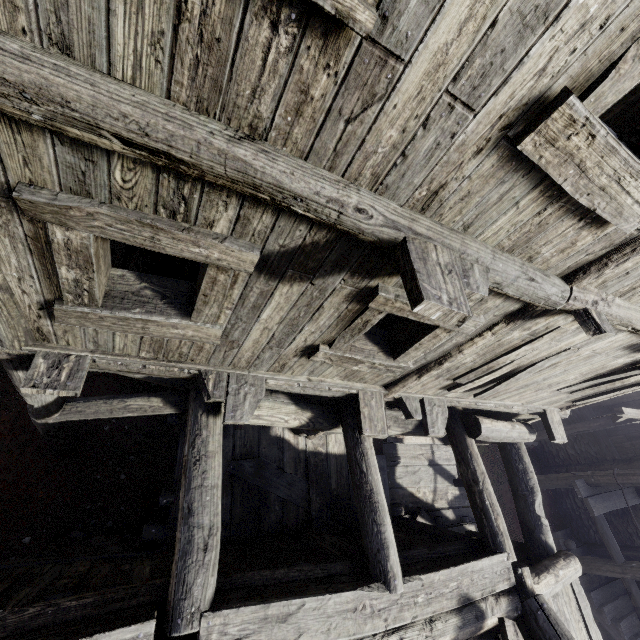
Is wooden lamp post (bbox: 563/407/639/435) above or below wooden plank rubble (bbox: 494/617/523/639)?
below

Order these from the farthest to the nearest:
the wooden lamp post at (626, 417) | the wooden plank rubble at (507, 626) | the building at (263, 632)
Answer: the wooden lamp post at (626, 417) < the wooden plank rubble at (507, 626) < the building at (263, 632)

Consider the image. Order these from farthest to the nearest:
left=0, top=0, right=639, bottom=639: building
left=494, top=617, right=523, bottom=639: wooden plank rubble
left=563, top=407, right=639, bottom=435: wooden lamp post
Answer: left=563, top=407, right=639, bottom=435: wooden lamp post < left=494, top=617, right=523, bottom=639: wooden plank rubble < left=0, top=0, right=639, bottom=639: building

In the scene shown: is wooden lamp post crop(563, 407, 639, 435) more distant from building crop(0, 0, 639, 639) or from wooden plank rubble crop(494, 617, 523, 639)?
wooden plank rubble crop(494, 617, 523, 639)

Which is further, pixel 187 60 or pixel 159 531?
pixel 159 531

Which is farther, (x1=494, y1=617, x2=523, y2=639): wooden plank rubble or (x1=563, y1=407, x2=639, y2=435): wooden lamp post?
(x1=563, y1=407, x2=639, y2=435): wooden lamp post

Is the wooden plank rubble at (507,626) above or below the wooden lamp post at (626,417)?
above
